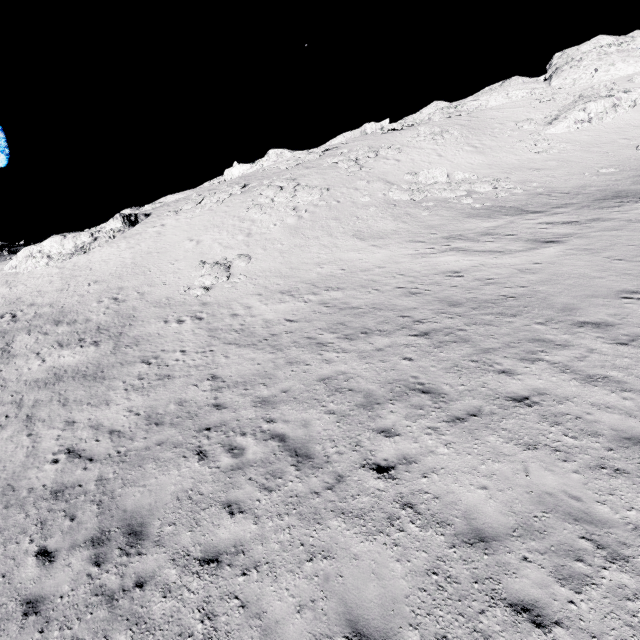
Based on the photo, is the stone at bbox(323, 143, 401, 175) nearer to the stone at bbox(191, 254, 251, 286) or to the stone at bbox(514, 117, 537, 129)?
the stone at bbox(514, 117, 537, 129)

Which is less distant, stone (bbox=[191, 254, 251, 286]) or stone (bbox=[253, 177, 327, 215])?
stone (bbox=[191, 254, 251, 286])

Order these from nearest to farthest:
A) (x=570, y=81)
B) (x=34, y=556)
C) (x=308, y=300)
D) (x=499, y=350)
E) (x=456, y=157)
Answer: (x=34, y=556)
(x=499, y=350)
(x=308, y=300)
(x=456, y=157)
(x=570, y=81)

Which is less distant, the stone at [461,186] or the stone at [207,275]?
the stone at [207,275]

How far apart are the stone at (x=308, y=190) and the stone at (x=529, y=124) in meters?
26.0

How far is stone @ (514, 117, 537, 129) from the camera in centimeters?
3713cm

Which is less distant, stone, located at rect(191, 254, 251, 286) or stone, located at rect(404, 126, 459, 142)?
stone, located at rect(191, 254, 251, 286)

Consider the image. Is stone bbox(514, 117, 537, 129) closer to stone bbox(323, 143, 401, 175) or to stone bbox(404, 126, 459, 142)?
stone bbox(404, 126, 459, 142)
